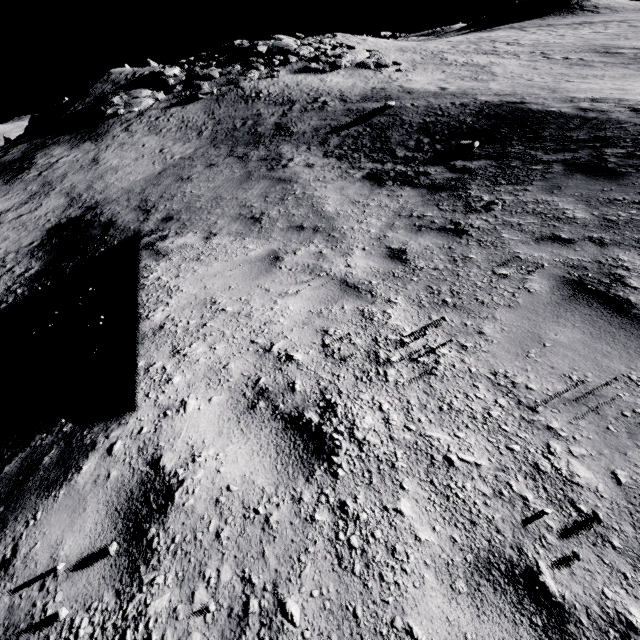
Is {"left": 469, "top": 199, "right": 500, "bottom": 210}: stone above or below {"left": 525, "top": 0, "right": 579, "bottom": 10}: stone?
below

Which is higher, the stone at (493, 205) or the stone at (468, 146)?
the stone at (468, 146)

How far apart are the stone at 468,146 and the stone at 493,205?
3.47m

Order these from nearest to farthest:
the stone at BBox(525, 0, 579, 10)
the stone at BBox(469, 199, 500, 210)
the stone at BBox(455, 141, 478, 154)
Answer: the stone at BBox(469, 199, 500, 210) < the stone at BBox(455, 141, 478, 154) < the stone at BBox(525, 0, 579, 10)

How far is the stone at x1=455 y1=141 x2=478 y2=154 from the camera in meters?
8.1 m

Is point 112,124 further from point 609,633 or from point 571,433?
point 609,633

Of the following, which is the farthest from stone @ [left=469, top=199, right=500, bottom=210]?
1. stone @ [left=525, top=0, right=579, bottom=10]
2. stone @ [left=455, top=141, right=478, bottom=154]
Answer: stone @ [left=525, top=0, right=579, bottom=10]

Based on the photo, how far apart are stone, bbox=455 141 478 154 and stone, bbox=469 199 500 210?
3.5m
